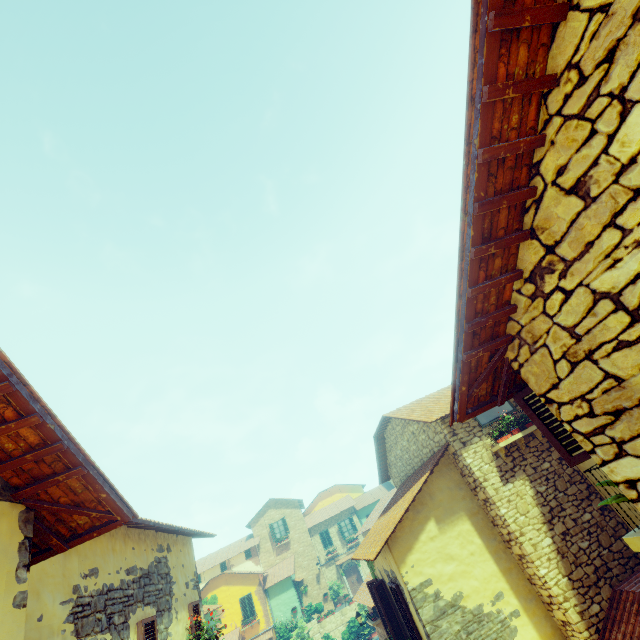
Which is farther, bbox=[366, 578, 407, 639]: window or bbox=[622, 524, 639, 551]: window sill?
bbox=[366, 578, 407, 639]: window

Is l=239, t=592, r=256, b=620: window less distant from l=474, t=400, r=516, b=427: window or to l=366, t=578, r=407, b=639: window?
l=366, t=578, r=407, b=639: window

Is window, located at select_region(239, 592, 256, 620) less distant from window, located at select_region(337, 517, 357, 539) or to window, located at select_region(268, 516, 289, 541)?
window, located at select_region(268, 516, 289, 541)

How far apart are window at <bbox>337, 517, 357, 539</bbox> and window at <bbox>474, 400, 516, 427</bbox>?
32.4m

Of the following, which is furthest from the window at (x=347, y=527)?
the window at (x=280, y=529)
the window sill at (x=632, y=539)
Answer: the window sill at (x=632, y=539)

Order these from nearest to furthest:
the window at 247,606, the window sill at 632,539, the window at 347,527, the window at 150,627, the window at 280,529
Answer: the window sill at 632,539, the window at 150,627, the window at 247,606, the window at 280,529, the window at 347,527

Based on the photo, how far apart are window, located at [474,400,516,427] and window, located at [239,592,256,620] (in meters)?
30.57

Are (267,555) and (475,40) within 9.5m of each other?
no
